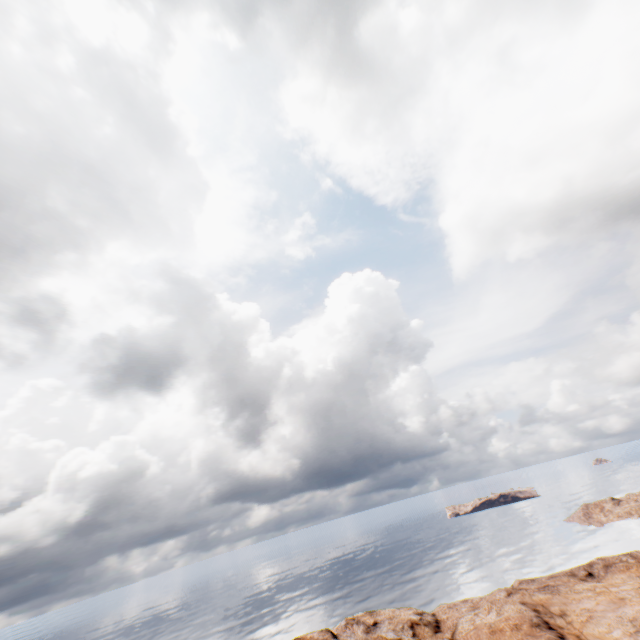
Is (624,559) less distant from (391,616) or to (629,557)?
(629,557)
